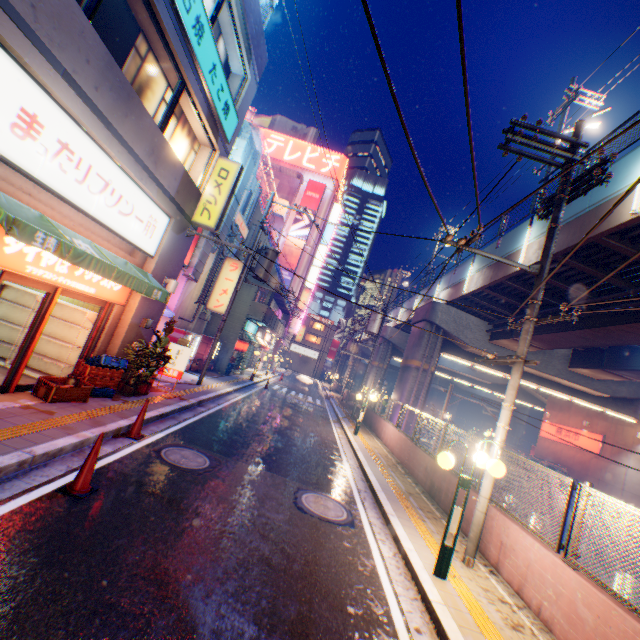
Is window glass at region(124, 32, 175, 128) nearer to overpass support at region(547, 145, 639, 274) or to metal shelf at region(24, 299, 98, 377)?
metal shelf at region(24, 299, 98, 377)

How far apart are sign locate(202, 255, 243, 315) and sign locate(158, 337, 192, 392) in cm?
663

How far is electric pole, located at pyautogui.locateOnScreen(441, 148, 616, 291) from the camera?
6.5 meters

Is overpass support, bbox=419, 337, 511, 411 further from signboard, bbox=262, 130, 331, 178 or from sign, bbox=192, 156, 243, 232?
signboard, bbox=262, 130, 331, 178

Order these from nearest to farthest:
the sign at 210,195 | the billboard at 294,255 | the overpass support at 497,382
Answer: the sign at 210,195 → the overpass support at 497,382 → the billboard at 294,255

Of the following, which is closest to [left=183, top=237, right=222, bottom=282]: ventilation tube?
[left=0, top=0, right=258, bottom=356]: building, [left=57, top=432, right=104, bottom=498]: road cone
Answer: [left=0, top=0, right=258, bottom=356]: building

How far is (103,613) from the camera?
3.0 meters

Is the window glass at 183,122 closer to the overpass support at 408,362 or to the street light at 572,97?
the overpass support at 408,362
